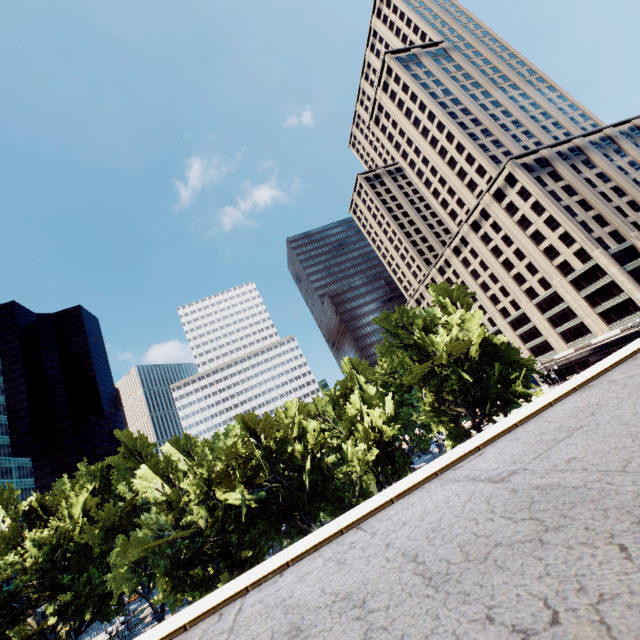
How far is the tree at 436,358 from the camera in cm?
3484

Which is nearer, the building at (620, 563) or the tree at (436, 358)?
the building at (620, 563)

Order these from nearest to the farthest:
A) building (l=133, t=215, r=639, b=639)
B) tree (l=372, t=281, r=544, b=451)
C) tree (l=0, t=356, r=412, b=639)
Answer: building (l=133, t=215, r=639, b=639) → tree (l=0, t=356, r=412, b=639) → tree (l=372, t=281, r=544, b=451)

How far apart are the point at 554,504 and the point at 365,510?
4.2m

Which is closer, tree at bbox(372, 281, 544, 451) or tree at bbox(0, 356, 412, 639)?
tree at bbox(0, 356, 412, 639)

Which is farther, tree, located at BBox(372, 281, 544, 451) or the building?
tree, located at BBox(372, 281, 544, 451)

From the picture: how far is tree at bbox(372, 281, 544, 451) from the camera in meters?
34.8
